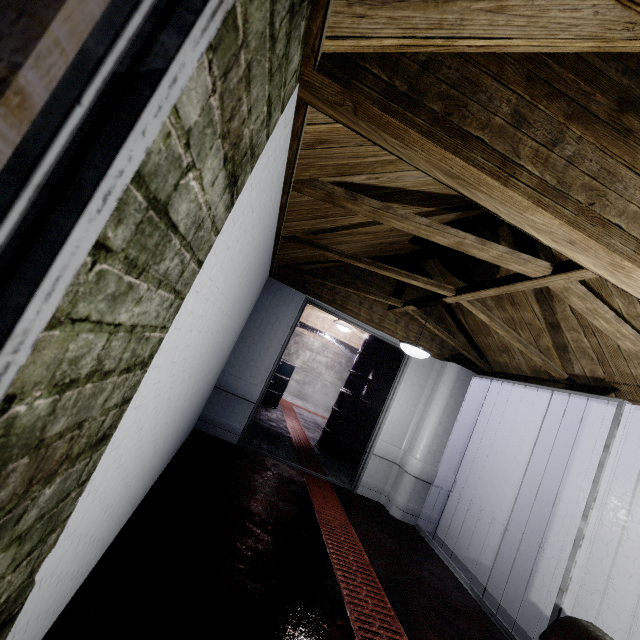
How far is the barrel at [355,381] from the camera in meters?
5.1

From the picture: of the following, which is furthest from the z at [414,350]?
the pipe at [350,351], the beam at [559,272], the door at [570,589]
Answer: the pipe at [350,351]

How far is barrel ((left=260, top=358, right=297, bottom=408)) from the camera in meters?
6.8

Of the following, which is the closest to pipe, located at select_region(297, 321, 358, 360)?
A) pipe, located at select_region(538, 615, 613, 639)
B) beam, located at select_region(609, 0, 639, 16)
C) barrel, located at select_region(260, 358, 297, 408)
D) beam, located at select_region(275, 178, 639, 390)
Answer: barrel, located at select_region(260, 358, 297, 408)

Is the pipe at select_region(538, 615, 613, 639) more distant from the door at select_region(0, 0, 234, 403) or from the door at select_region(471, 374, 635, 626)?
the door at select_region(0, 0, 234, 403)

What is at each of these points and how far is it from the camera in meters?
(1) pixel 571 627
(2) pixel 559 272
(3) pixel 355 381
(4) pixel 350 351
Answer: (1) pipe, 1.9 m
(2) beam, 1.8 m
(3) barrel, 5.3 m
(4) pipe, 9.0 m

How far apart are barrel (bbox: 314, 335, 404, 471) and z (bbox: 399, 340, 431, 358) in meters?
1.8 m

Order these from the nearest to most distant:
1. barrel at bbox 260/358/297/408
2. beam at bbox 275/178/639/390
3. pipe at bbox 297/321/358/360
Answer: beam at bbox 275/178/639/390 < barrel at bbox 260/358/297/408 < pipe at bbox 297/321/358/360
